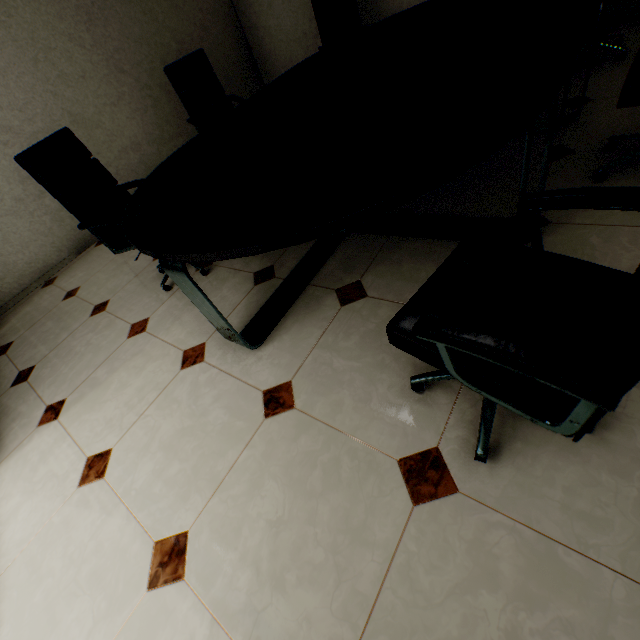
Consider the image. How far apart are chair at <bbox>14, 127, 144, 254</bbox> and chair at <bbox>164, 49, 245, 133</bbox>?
1.2m

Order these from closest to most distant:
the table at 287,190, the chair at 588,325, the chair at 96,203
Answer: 1. the chair at 588,325
2. the table at 287,190
3. the chair at 96,203

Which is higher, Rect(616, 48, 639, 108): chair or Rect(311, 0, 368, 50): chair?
Rect(311, 0, 368, 50): chair

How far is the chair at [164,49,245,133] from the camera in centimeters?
336cm

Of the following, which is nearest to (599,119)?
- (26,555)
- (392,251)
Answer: (392,251)

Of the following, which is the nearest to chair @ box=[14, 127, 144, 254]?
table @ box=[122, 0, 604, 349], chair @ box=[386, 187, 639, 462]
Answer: table @ box=[122, 0, 604, 349]

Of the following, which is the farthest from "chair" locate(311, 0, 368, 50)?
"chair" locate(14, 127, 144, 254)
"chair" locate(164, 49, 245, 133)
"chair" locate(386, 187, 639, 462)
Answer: "chair" locate(386, 187, 639, 462)

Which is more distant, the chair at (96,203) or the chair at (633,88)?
the chair at (96,203)
